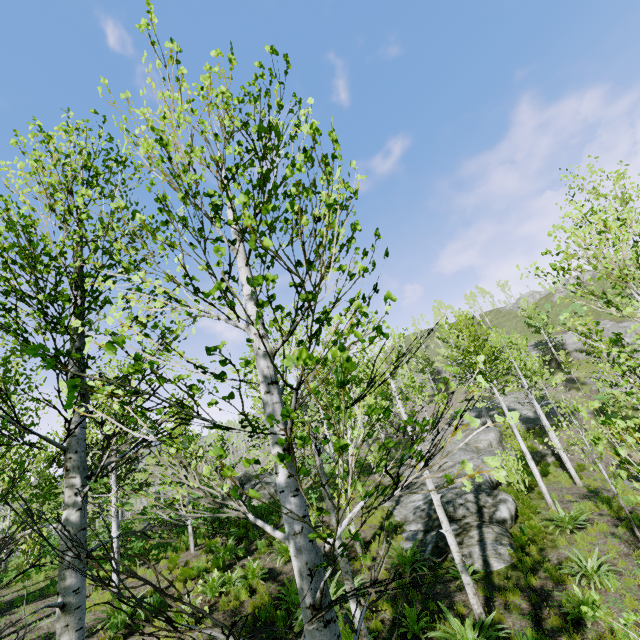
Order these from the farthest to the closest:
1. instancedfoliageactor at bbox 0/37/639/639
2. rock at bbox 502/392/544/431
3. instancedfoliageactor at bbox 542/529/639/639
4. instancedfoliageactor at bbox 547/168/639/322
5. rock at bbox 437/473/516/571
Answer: rock at bbox 502/392/544/431 < rock at bbox 437/473/516/571 < instancedfoliageactor at bbox 547/168/639/322 < instancedfoliageactor at bbox 542/529/639/639 < instancedfoliageactor at bbox 0/37/639/639

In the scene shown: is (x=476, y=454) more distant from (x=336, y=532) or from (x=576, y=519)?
(x=336, y=532)

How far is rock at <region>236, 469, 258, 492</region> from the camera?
22.0m

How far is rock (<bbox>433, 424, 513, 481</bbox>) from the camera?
17.67m

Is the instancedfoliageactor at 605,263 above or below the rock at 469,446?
above

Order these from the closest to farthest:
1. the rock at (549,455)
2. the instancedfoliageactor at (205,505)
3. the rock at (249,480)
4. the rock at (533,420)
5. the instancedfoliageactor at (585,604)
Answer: the instancedfoliageactor at (205,505) → the instancedfoliageactor at (585,604) → the rock at (549,455) → the rock at (249,480) → the rock at (533,420)
